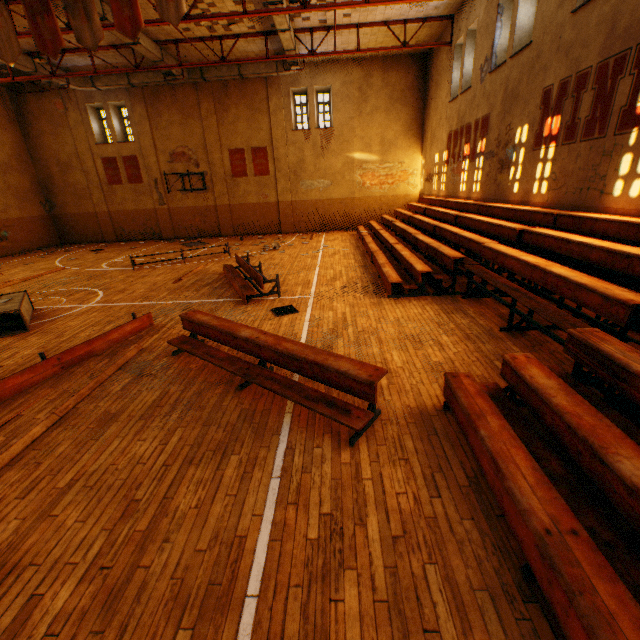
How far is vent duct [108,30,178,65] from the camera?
12.35m

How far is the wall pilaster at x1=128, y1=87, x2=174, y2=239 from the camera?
18.45m

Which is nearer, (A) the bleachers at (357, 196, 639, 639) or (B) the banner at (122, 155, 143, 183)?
(A) the bleachers at (357, 196, 639, 639)

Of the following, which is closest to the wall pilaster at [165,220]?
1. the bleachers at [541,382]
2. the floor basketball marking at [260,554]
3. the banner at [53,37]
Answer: the floor basketball marking at [260,554]

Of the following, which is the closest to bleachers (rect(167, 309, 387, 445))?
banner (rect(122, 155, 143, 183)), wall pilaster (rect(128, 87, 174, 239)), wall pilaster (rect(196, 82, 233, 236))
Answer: wall pilaster (rect(196, 82, 233, 236))

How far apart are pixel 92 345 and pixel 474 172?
13.1m

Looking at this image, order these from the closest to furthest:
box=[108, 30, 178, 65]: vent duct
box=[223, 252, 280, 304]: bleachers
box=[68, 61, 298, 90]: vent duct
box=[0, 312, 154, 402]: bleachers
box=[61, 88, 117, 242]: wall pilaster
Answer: box=[0, 312, 154, 402]: bleachers, box=[223, 252, 280, 304]: bleachers, box=[108, 30, 178, 65]: vent duct, box=[68, 61, 298, 90]: vent duct, box=[61, 88, 117, 242]: wall pilaster

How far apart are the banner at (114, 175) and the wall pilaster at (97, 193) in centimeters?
37cm
